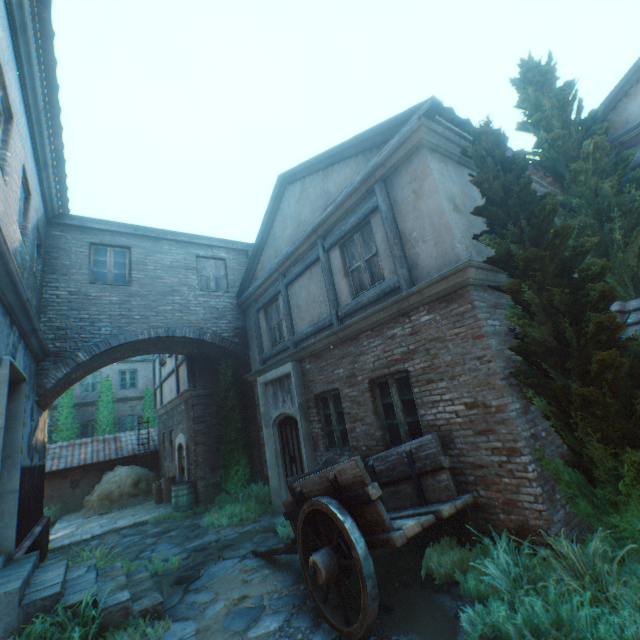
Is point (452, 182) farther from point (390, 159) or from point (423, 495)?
point (423, 495)

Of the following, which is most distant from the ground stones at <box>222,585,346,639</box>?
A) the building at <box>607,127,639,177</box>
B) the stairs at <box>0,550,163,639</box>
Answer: the building at <box>607,127,639,177</box>

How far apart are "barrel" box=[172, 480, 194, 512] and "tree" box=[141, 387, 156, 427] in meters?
10.5

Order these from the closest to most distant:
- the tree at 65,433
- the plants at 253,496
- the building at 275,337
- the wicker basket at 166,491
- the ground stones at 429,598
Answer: the ground stones at 429,598
the plants at 253,496
the building at 275,337
the wicker basket at 166,491
the tree at 65,433

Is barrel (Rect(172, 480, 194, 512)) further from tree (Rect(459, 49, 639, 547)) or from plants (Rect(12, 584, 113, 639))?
tree (Rect(459, 49, 639, 547))

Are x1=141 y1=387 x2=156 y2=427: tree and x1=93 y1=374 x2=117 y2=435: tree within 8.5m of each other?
yes

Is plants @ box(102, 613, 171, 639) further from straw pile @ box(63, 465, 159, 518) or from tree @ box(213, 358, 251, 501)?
straw pile @ box(63, 465, 159, 518)

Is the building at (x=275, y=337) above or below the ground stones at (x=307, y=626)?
above
